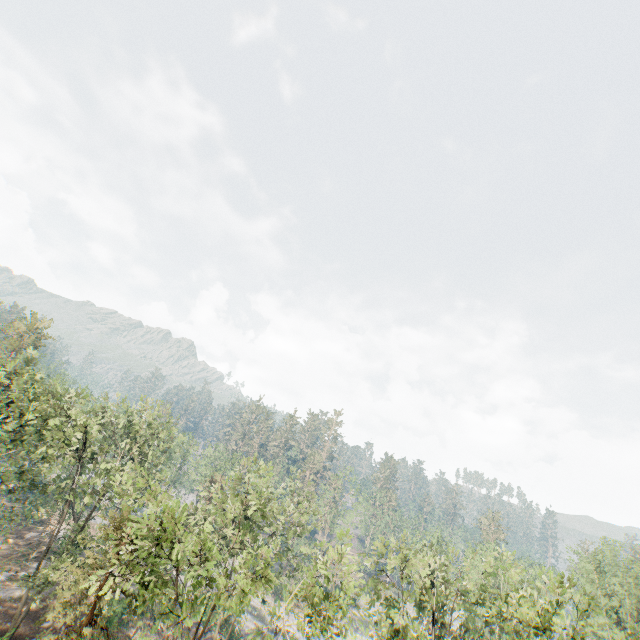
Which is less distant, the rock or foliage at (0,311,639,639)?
foliage at (0,311,639,639)

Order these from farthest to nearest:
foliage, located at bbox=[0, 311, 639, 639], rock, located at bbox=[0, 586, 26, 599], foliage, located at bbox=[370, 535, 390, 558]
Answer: rock, located at bbox=[0, 586, 26, 599] → foliage, located at bbox=[370, 535, 390, 558] → foliage, located at bbox=[0, 311, 639, 639]

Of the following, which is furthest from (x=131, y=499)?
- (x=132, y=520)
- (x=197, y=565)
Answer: (x=197, y=565)

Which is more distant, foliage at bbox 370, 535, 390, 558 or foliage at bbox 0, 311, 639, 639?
foliage at bbox 370, 535, 390, 558

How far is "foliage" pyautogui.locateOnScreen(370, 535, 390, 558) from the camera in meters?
21.0 m

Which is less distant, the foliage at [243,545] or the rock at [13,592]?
the foliage at [243,545]

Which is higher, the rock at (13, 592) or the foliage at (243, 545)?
the foliage at (243, 545)
